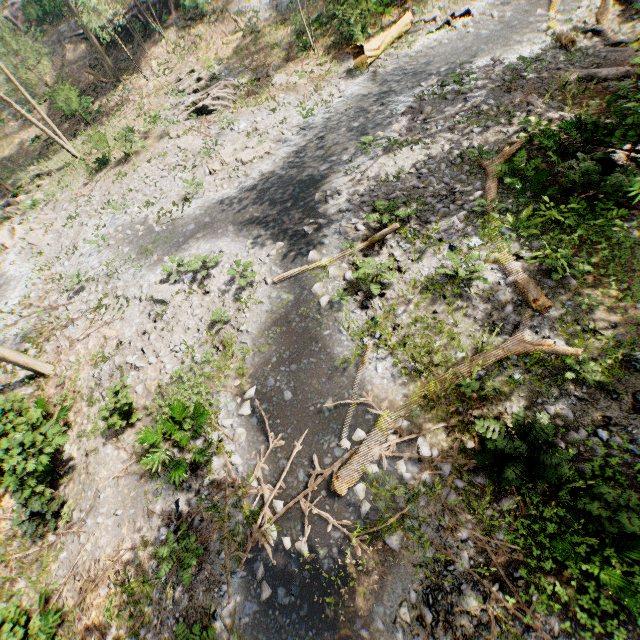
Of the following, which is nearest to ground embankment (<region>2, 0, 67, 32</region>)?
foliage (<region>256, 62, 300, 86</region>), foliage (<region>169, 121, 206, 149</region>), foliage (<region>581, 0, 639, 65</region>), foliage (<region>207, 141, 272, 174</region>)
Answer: foliage (<region>581, 0, 639, 65</region>)

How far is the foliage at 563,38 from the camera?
13.11m

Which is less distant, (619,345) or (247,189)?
(619,345)

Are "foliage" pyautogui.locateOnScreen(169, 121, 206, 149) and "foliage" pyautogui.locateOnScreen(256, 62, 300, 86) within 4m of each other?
no

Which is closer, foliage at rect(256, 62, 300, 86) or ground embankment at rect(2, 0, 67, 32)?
foliage at rect(256, 62, 300, 86)

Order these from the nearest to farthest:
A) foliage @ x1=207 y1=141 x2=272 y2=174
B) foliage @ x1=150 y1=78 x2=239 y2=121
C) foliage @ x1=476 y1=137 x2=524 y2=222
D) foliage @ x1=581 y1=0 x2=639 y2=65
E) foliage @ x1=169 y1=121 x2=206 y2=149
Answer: foliage @ x1=476 y1=137 x2=524 y2=222
foliage @ x1=581 y1=0 x2=639 y2=65
foliage @ x1=207 y1=141 x2=272 y2=174
foliage @ x1=169 y1=121 x2=206 y2=149
foliage @ x1=150 y1=78 x2=239 y2=121

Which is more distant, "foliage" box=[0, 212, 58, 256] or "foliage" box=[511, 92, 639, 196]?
"foliage" box=[0, 212, 58, 256]

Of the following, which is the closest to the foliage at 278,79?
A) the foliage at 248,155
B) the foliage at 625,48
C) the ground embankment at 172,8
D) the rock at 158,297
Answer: the foliage at 625,48
